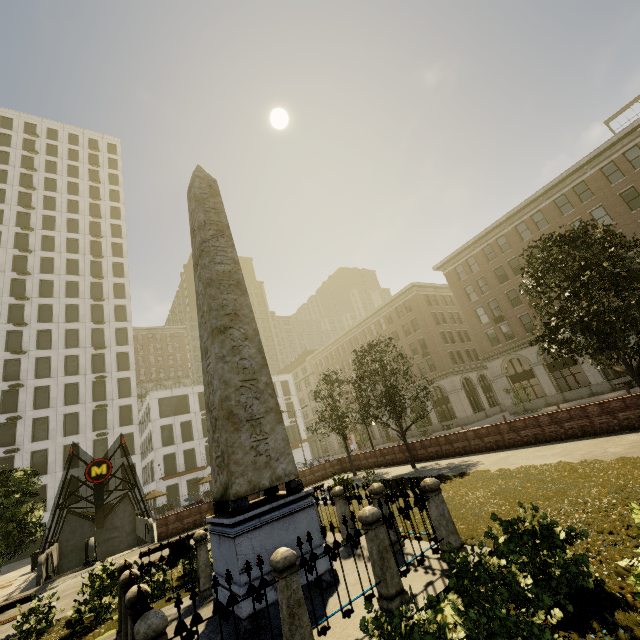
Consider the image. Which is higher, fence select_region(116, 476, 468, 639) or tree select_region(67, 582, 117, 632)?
fence select_region(116, 476, 468, 639)

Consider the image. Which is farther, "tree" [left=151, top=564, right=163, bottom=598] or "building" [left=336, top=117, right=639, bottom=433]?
"building" [left=336, top=117, right=639, bottom=433]

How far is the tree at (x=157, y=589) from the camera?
8.9 meters

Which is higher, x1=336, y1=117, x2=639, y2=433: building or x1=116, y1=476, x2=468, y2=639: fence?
x1=336, y1=117, x2=639, y2=433: building

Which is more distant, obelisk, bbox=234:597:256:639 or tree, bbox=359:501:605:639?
obelisk, bbox=234:597:256:639

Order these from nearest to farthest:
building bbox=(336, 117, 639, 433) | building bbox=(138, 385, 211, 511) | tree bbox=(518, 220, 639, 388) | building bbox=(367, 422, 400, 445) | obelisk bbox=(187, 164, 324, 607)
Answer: obelisk bbox=(187, 164, 324, 607), tree bbox=(518, 220, 639, 388), building bbox=(336, 117, 639, 433), building bbox=(138, 385, 211, 511), building bbox=(367, 422, 400, 445)

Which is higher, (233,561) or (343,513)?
(233,561)

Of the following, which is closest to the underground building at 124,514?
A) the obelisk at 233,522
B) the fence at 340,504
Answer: the fence at 340,504
